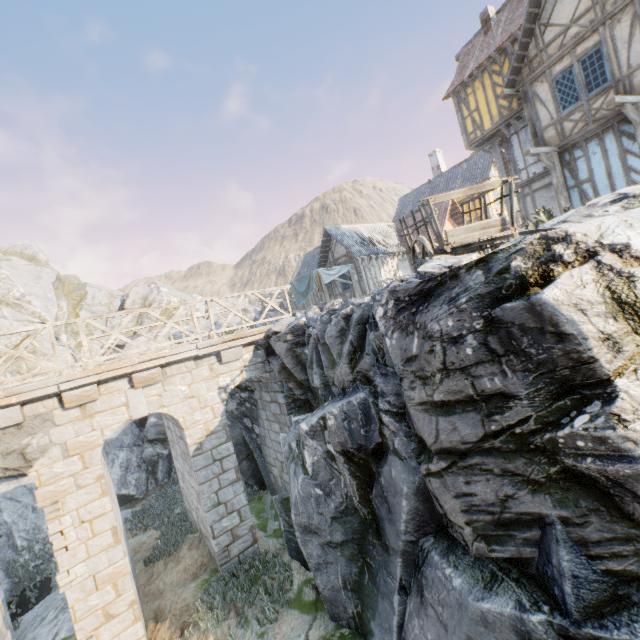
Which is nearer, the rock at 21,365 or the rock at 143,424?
the rock at 143,424

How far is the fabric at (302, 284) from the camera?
20.59m

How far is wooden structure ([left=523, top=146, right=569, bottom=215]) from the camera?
11.9 meters

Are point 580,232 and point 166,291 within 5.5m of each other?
no

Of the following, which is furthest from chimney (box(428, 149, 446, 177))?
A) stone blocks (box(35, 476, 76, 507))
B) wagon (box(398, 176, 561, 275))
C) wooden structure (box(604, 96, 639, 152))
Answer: stone blocks (box(35, 476, 76, 507))

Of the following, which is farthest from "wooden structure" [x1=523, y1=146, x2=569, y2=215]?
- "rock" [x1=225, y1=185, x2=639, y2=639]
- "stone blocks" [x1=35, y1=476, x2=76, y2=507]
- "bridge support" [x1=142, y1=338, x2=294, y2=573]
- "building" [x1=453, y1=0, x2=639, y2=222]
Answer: "stone blocks" [x1=35, y1=476, x2=76, y2=507]

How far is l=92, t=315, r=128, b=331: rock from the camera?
26.1 meters

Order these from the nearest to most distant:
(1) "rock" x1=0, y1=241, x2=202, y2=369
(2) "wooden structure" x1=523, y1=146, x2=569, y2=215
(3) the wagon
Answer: (3) the wagon
(2) "wooden structure" x1=523, y1=146, x2=569, y2=215
(1) "rock" x1=0, y1=241, x2=202, y2=369
